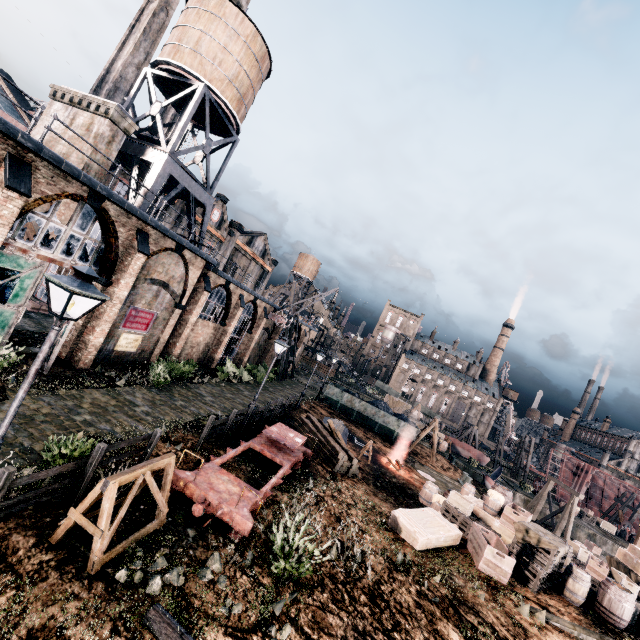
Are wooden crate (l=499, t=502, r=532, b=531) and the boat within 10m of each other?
no

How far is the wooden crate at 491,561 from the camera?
12.8m

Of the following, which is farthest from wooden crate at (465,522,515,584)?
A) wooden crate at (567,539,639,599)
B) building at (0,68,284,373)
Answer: building at (0,68,284,373)

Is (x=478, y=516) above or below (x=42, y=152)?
below

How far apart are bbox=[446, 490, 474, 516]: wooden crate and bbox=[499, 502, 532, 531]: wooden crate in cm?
171

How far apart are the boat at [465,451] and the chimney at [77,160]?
50.66m

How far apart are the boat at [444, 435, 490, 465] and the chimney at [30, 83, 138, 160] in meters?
50.7

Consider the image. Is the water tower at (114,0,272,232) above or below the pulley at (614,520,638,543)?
above
